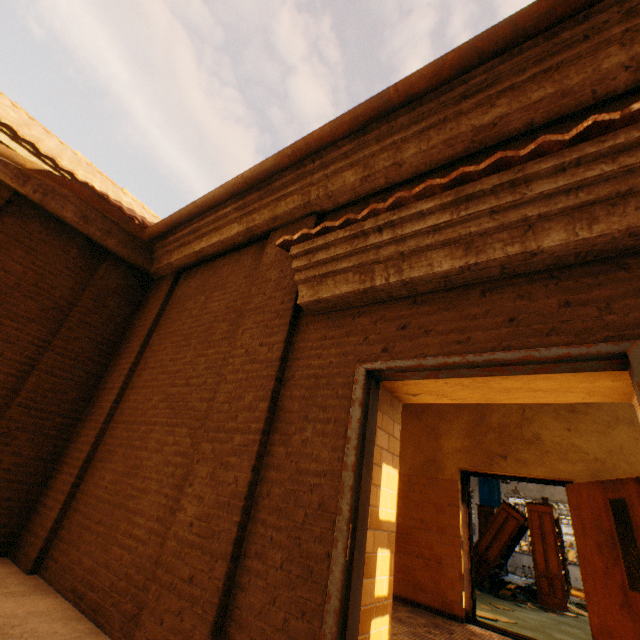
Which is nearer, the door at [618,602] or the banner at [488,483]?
the door at [618,602]

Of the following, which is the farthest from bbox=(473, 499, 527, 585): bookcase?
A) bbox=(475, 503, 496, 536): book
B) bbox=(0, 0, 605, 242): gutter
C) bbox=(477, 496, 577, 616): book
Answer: bbox=(0, 0, 605, 242): gutter

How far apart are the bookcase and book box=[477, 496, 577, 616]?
0.0 meters

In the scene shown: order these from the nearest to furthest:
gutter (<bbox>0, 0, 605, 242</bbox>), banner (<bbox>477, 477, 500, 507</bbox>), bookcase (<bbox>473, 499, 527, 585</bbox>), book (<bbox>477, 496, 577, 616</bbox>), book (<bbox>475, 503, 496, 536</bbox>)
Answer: gutter (<bbox>0, 0, 605, 242</bbox>) → book (<bbox>477, 496, 577, 616</bbox>) → bookcase (<bbox>473, 499, 527, 585</bbox>) → book (<bbox>475, 503, 496, 536</bbox>) → banner (<bbox>477, 477, 500, 507</bbox>)

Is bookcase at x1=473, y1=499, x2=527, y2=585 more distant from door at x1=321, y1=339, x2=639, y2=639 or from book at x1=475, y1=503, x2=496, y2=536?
door at x1=321, y1=339, x2=639, y2=639

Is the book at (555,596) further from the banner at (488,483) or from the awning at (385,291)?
the awning at (385,291)

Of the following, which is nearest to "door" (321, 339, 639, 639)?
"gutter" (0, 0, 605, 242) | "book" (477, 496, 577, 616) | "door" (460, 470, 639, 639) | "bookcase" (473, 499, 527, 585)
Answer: "gutter" (0, 0, 605, 242)

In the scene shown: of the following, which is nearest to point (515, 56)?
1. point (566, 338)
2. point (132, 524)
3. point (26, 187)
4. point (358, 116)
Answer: point (358, 116)
